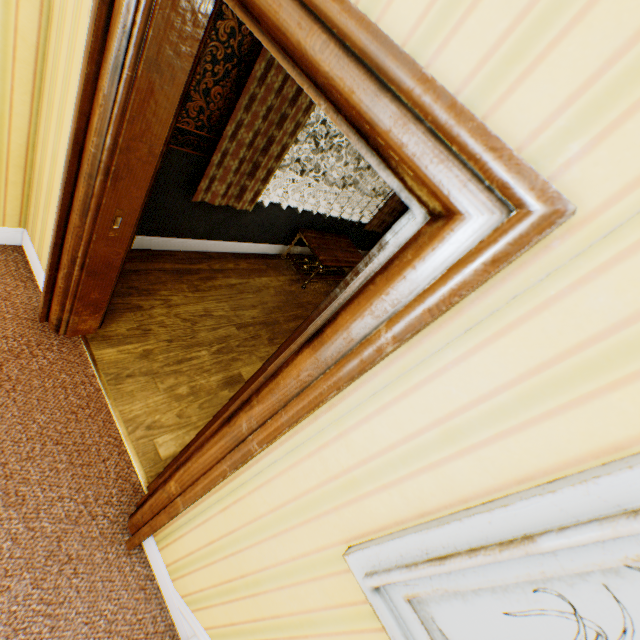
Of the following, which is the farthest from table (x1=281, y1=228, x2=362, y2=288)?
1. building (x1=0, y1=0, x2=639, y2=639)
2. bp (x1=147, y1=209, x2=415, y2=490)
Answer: bp (x1=147, y1=209, x2=415, y2=490)

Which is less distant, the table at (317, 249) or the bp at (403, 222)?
the bp at (403, 222)

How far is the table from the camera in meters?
4.3

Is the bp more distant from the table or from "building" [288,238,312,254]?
the table

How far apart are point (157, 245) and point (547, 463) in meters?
3.5 m

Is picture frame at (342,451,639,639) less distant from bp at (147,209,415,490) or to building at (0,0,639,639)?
building at (0,0,639,639)

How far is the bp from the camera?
0.8 meters

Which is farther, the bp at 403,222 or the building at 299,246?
the building at 299,246
